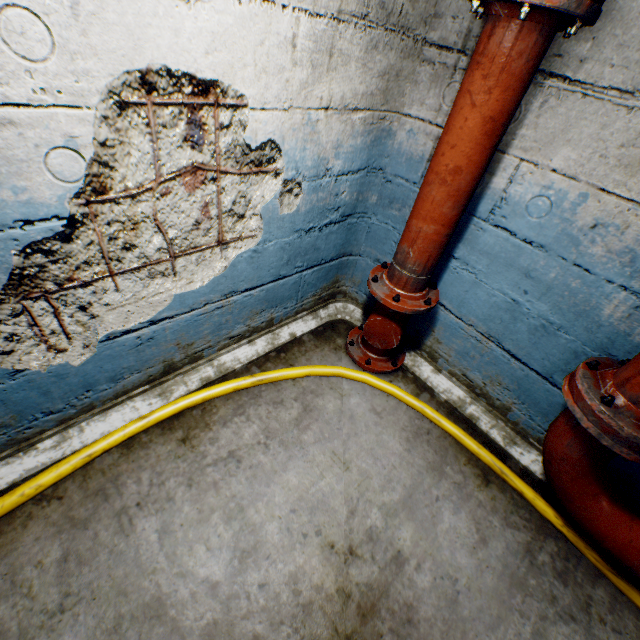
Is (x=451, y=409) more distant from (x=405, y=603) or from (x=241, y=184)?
(x=241, y=184)

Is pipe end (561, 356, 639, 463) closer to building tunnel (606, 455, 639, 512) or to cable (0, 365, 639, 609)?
building tunnel (606, 455, 639, 512)

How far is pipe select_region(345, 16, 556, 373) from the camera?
1.3 meters

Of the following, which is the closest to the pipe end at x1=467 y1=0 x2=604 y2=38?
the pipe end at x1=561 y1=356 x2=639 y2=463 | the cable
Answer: the pipe end at x1=561 y1=356 x2=639 y2=463

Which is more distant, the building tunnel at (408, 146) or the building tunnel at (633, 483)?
the building tunnel at (633, 483)

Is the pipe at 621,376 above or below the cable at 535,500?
above

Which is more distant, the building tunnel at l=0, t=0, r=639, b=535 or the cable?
the cable

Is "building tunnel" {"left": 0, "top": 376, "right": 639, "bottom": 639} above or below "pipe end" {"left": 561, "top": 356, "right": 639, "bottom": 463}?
below
